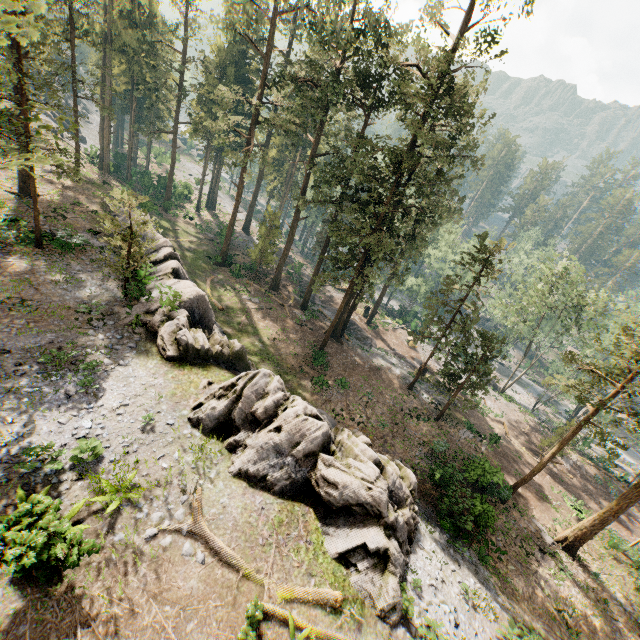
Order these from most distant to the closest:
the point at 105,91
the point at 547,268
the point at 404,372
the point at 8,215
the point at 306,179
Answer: the point at 105,91 < the point at 404,372 < the point at 547,268 < the point at 306,179 < the point at 8,215

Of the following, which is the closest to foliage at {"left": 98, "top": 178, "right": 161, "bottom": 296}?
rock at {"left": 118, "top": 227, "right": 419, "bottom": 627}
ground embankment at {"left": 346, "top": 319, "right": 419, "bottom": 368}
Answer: ground embankment at {"left": 346, "top": 319, "right": 419, "bottom": 368}

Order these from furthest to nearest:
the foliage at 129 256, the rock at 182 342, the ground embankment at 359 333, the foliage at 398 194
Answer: the ground embankment at 359 333 → the foliage at 398 194 → the foliage at 129 256 → the rock at 182 342

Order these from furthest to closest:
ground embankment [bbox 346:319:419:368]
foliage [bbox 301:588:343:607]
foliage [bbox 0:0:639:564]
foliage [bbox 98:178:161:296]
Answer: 1. ground embankment [bbox 346:319:419:368]
2. foliage [bbox 0:0:639:564]
3. foliage [bbox 98:178:161:296]
4. foliage [bbox 301:588:343:607]

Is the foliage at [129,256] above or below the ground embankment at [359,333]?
Answer: above

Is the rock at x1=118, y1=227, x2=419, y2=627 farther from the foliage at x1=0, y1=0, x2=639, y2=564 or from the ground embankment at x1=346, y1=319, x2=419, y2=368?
the ground embankment at x1=346, y1=319, x2=419, y2=368

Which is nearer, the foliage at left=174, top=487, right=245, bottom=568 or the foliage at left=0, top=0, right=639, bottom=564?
the foliage at left=174, top=487, right=245, bottom=568
